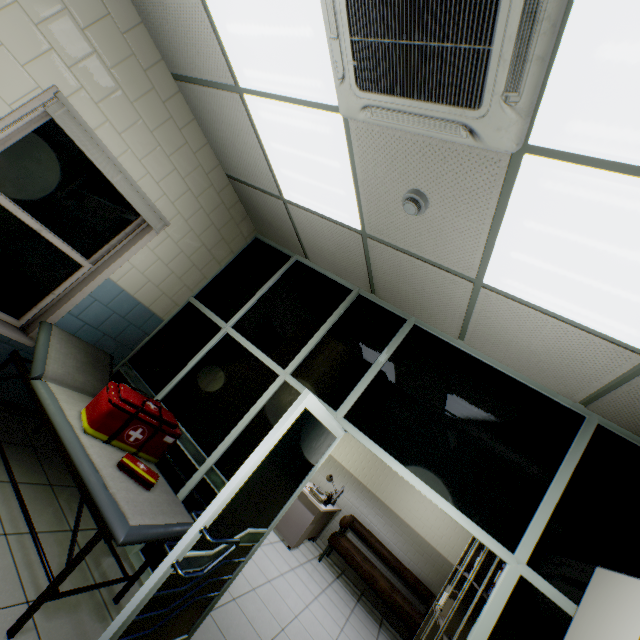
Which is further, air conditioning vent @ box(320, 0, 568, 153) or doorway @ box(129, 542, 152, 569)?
doorway @ box(129, 542, 152, 569)

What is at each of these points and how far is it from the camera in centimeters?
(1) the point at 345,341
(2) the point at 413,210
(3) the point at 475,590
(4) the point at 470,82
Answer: (1) doorway, 334cm
(2) fire alarm, 200cm
(3) cabinet, 321cm
(4) air conditioning vent, 128cm

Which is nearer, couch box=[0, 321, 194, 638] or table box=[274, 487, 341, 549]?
couch box=[0, 321, 194, 638]

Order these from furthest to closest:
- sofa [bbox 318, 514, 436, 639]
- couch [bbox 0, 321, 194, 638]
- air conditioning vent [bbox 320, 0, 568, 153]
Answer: sofa [bbox 318, 514, 436, 639]
couch [bbox 0, 321, 194, 638]
air conditioning vent [bbox 320, 0, 568, 153]

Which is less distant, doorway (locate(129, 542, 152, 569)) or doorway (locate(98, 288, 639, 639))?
doorway (locate(98, 288, 639, 639))

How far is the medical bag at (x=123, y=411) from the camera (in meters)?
2.32

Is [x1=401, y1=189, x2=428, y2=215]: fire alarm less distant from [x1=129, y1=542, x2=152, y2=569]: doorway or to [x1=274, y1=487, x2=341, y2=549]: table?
[x1=129, y1=542, x2=152, y2=569]: doorway

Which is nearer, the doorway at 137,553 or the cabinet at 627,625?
the cabinet at 627,625
